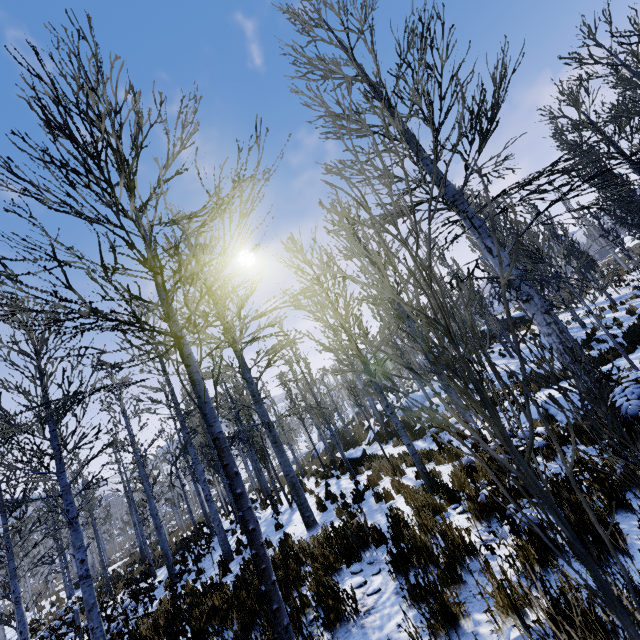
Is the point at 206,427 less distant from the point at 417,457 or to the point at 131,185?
the point at 417,457

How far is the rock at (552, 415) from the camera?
9.1m

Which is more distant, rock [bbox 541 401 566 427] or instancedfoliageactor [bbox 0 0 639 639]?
A: rock [bbox 541 401 566 427]

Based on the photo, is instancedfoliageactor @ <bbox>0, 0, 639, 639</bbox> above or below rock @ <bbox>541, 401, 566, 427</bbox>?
above

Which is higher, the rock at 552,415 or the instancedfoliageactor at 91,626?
the instancedfoliageactor at 91,626

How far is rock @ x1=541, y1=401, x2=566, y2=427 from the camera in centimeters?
907cm
